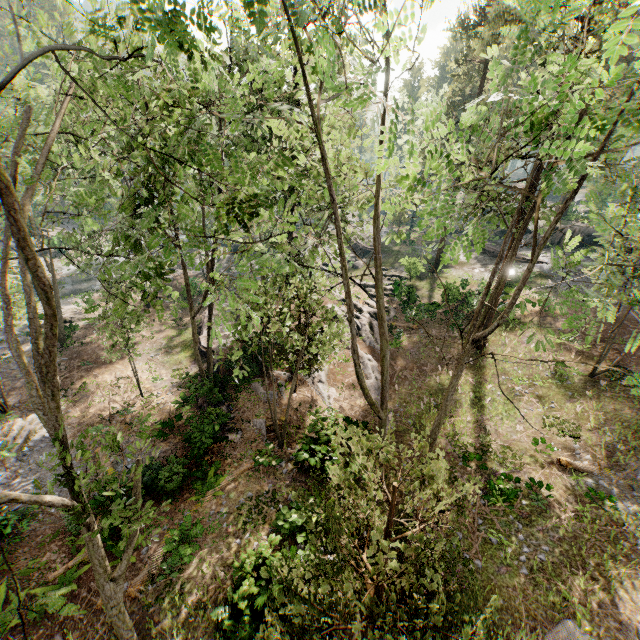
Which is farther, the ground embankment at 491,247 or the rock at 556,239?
the ground embankment at 491,247

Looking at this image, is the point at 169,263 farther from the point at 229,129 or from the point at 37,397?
the point at 229,129

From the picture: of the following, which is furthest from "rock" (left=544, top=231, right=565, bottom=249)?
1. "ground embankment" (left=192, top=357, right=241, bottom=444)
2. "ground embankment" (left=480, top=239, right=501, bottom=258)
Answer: "ground embankment" (left=192, top=357, right=241, bottom=444)

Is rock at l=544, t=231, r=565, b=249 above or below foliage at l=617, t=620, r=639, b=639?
above

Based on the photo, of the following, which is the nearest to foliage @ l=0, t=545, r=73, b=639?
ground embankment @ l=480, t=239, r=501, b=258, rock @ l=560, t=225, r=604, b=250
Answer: rock @ l=560, t=225, r=604, b=250

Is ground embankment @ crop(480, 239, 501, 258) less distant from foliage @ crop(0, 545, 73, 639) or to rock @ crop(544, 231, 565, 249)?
rock @ crop(544, 231, 565, 249)

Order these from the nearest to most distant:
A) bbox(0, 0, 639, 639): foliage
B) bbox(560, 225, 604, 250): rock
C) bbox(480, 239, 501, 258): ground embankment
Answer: bbox(0, 0, 639, 639): foliage → bbox(560, 225, 604, 250): rock → bbox(480, 239, 501, 258): ground embankment

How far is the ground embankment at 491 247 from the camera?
35.5 meters
